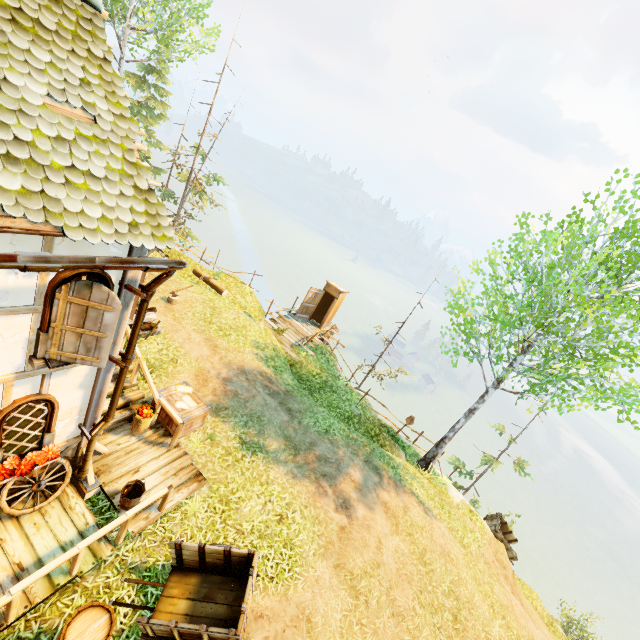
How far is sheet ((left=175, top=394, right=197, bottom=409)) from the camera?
8.35m

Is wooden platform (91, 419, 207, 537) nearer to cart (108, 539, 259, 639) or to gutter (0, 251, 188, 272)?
cart (108, 539, 259, 639)

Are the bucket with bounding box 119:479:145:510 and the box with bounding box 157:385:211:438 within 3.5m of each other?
yes

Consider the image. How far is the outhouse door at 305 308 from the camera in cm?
1825

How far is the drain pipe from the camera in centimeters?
487cm

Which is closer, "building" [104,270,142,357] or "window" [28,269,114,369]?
"window" [28,269,114,369]

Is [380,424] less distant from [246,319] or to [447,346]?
[447,346]

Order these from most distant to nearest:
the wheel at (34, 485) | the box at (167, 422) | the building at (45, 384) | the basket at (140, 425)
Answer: the box at (167, 422) < the basket at (140, 425) < the wheel at (34, 485) < the building at (45, 384)
